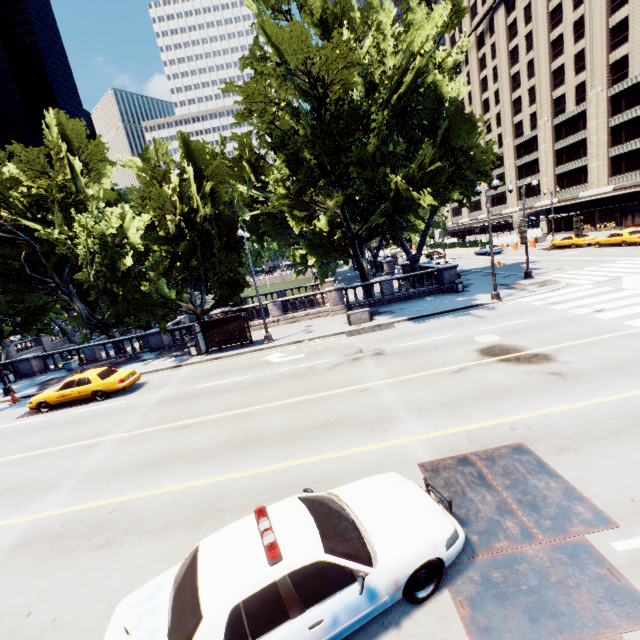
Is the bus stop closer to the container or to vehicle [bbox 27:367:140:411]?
vehicle [bbox 27:367:140:411]

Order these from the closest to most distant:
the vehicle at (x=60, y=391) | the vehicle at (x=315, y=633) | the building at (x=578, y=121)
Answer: the vehicle at (x=315, y=633), the vehicle at (x=60, y=391), the building at (x=578, y=121)

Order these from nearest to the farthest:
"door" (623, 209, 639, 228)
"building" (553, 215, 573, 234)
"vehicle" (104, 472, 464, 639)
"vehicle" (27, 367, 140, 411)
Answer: "vehicle" (104, 472, 464, 639) → "vehicle" (27, 367, 140, 411) → "door" (623, 209, 639, 228) → "building" (553, 215, 573, 234)

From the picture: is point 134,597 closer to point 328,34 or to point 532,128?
point 328,34

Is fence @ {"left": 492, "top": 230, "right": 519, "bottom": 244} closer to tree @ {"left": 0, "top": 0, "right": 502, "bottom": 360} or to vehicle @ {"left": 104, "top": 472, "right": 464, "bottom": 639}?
tree @ {"left": 0, "top": 0, "right": 502, "bottom": 360}

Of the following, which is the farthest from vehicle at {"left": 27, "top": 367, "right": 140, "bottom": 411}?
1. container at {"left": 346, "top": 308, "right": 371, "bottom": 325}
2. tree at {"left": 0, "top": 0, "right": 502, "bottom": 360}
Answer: container at {"left": 346, "top": 308, "right": 371, "bottom": 325}

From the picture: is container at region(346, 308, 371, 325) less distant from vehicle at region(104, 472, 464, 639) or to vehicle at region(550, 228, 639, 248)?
vehicle at region(104, 472, 464, 639)

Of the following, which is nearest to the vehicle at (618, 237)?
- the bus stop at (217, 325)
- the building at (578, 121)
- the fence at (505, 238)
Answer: the building at (578, 121)
